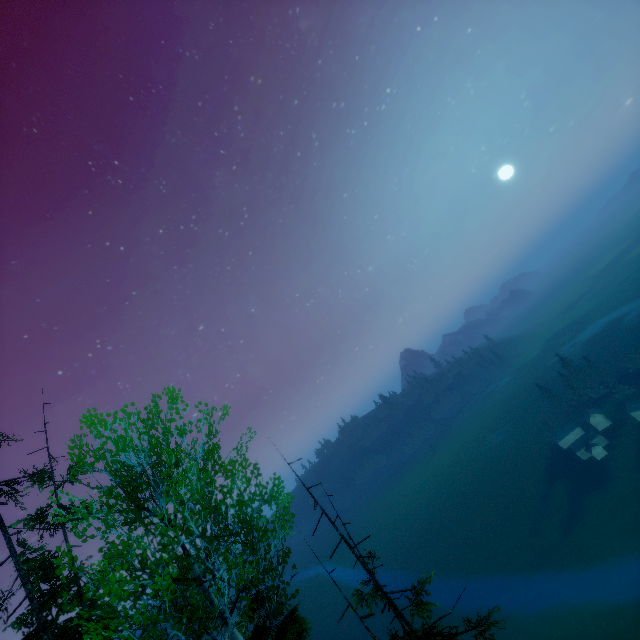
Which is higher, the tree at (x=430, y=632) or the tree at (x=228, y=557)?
the tree at (x=228, y=557)

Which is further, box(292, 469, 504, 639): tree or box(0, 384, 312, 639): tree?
box(292, 469, 504, 639): tree

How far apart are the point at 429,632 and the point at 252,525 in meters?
7.0

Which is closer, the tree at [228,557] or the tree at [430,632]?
the tree at [228,557]

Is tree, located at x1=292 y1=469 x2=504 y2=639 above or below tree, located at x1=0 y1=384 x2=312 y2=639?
below
